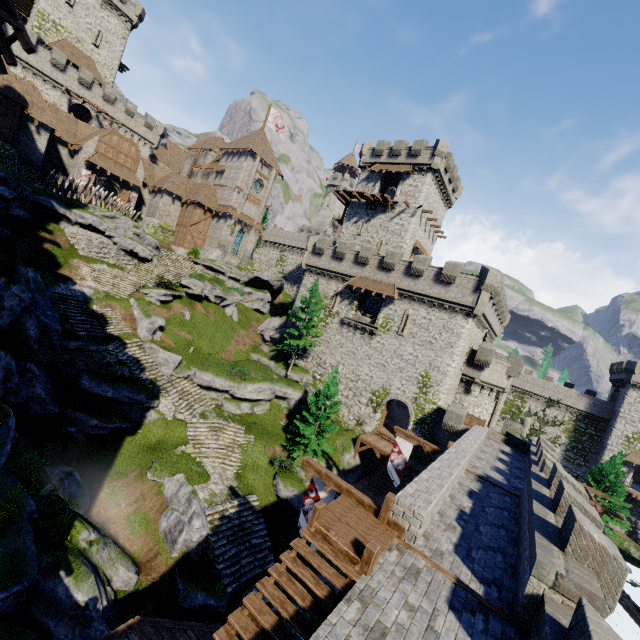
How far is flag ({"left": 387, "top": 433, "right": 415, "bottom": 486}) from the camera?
19.0m

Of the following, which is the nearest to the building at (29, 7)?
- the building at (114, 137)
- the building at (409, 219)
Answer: the building at (114, 137)

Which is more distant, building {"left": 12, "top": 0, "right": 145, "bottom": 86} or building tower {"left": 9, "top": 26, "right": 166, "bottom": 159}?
building {"left": 12, "top": 0, "right": 145, "bottom": 86}

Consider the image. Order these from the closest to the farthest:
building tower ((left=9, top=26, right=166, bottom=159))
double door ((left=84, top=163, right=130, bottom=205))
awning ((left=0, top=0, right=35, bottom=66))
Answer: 1. awning ((left=0, top=0, right=35, bottom=66))
2. double door ((left=84, top=163, right=130, bottom=205))
3. building tower ((left=9, top=26, right=166, bottom=159))

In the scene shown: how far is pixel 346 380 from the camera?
33.34m

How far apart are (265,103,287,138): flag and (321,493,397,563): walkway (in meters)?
50.84

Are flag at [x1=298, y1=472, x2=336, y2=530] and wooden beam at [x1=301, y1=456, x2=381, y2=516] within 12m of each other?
yes

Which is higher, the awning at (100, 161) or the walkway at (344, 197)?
the walkway at (344, 197)
